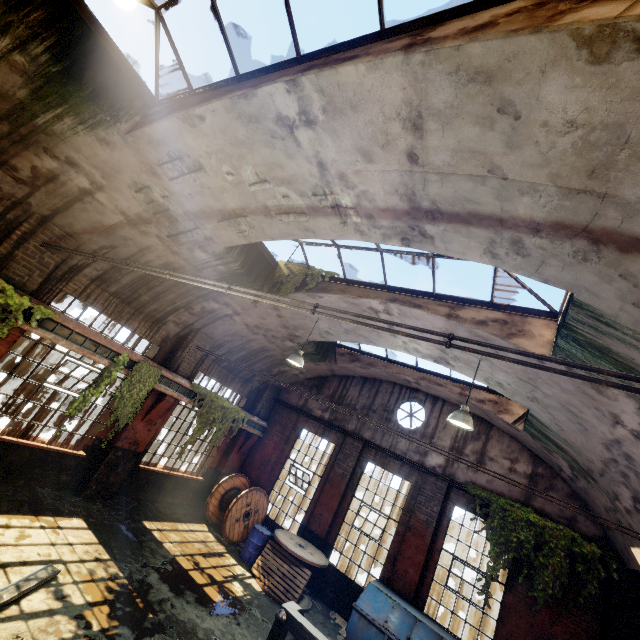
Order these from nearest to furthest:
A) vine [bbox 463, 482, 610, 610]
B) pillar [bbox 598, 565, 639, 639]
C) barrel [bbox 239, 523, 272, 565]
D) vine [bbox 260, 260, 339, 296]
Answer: pillar [bbox 598, 565, 639, 639] → vine [bbox 463, 482, 610, 610] → vine [bbox 260, 260, 339, 296] → barrel [bbox 239, 523, 272, 565]

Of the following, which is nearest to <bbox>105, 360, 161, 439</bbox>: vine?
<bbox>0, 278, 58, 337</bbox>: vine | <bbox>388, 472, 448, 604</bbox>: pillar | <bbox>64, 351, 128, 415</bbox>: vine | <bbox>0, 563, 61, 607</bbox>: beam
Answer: <bbox>64, 351, 128, 415</bbox>: vine

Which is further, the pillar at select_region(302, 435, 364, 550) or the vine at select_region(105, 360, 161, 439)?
the pillar at select_region(302, 435, 364, 550)

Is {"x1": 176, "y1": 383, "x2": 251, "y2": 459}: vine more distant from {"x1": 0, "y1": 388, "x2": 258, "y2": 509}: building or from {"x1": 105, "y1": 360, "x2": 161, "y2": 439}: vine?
{"x1": 105, "y1": 360, "x2": 161, "y2": 439}: vine

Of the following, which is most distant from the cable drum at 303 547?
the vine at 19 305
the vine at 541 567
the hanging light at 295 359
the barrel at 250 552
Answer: the vine at 19 305

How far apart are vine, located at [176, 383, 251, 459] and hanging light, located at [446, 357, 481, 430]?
7.9 meters

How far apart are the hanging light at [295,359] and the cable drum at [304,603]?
5.29m

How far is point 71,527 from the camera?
7.41m
